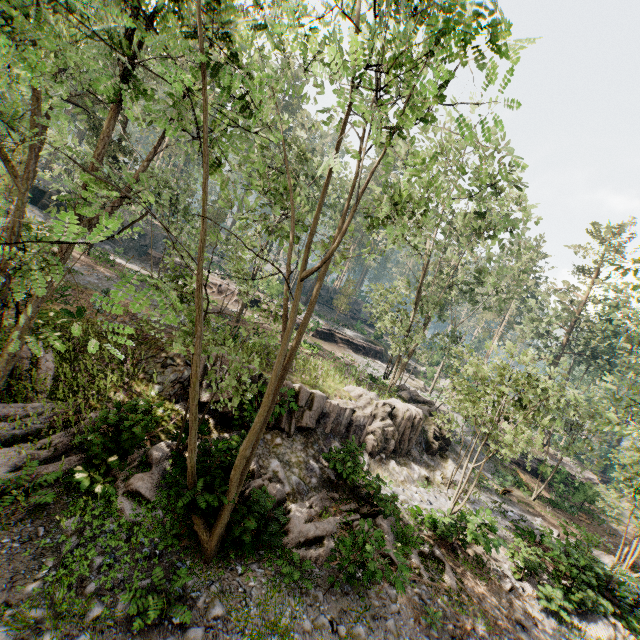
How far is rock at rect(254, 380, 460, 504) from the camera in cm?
1305

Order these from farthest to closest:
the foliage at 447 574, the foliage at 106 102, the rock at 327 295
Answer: the rock at 327 295, the foliage at 447 574, the foliage at 106 102

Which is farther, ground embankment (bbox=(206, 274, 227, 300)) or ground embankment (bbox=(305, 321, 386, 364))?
ground embankment (bbox=(305, 321, 386, 364))

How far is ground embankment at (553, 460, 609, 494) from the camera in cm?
2577

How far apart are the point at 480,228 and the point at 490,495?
18.07m

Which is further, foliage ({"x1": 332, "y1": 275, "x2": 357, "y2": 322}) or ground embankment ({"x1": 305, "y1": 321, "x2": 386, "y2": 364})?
foliage ({"x1": 332, "y1": 275, "x2": 357, "y2": 322})

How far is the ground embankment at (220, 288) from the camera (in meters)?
34.91

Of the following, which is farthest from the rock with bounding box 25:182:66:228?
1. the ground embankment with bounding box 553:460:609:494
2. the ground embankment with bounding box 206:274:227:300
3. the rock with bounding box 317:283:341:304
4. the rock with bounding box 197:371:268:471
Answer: the ground embankment with bounding box 553:460:609:494
